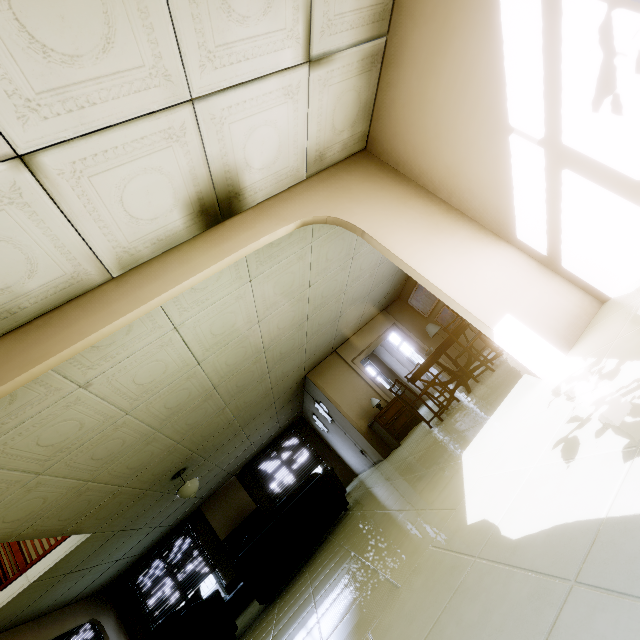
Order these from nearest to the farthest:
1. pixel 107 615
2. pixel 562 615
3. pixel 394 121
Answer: pixel 562 615, pixel 394 121, pixel 107 615

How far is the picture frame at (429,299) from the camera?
8.8 meters

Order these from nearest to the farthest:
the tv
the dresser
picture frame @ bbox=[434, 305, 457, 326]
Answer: the dresser < picture frame @ bbox=[434, 305, 457, 326] < the tv

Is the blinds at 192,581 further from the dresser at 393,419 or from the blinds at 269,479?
the dresser at 393,419

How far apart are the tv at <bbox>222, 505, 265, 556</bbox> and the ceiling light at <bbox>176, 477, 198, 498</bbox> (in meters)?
3.81

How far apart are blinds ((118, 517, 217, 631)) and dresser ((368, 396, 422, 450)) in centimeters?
643cm

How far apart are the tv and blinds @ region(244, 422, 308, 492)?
0.5m

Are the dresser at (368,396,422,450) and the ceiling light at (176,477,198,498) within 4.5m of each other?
yes
